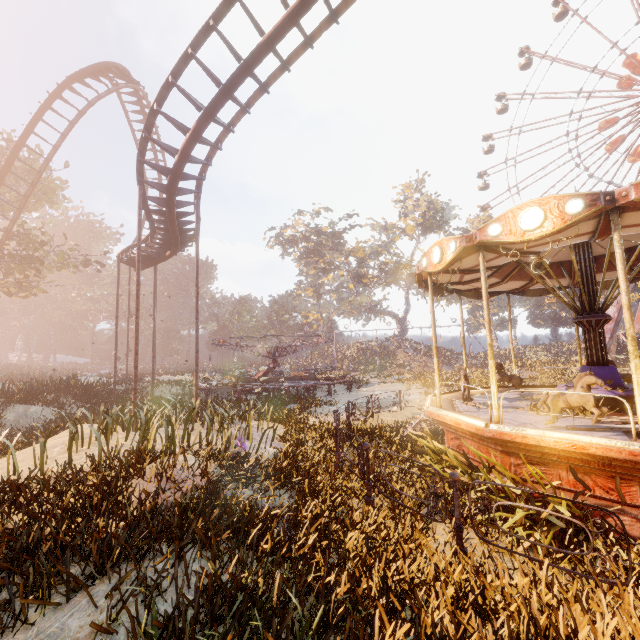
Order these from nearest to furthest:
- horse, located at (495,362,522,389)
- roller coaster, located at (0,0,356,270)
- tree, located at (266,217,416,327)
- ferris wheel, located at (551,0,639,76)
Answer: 1. roller coaster, located at (0,0,356,270)
2. horse, located at (495,362,522,389)
3. ferris wheel, located at (551,0,639,76)
4. tree, located at (266,217,416,327)

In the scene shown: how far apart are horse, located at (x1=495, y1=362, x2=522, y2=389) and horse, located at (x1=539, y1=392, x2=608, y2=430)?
4.3 meters

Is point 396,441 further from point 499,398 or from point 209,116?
point 209,116

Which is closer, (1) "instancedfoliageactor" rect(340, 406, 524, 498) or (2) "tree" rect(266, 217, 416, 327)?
(1) "instancedfoliageactor" rect(340, 406, 524, 498)

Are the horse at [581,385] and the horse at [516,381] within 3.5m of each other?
no

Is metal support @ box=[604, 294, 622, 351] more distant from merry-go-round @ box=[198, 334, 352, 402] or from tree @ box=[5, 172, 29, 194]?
tree @ box=[5, 172, 29, 194]

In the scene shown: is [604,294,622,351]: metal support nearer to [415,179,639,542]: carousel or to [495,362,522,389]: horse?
[415,179,639,542]: carousel

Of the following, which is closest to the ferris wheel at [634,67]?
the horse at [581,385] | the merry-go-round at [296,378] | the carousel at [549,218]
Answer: the merry-go-round at [296,378]
